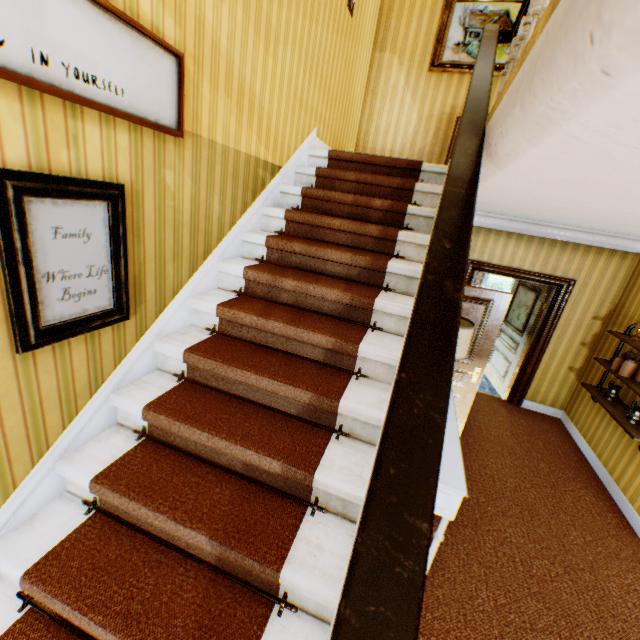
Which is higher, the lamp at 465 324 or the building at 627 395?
the lamp at 465 324

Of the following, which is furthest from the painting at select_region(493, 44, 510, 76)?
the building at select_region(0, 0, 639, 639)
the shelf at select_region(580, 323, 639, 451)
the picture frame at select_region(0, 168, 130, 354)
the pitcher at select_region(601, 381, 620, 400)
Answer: the picture frame at select_region(0, 168, 130, 354)

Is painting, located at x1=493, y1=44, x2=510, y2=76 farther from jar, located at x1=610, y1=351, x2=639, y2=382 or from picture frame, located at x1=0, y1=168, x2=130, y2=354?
picture frame, located at x1=0, y1=168, x2=130, y2=354

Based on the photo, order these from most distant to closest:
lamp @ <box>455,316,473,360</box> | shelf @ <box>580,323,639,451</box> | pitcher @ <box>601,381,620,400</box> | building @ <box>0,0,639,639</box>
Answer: pitcher @ <box>601,381,620,400</box> → shelf @ <box>580,323,639,451</box> → lamp @ <box>455,316,473,360</box> → building @ <box>0,0,639,639</box>

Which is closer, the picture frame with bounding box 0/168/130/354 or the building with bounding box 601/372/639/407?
the picture frame with bounding box 0/168/130/354

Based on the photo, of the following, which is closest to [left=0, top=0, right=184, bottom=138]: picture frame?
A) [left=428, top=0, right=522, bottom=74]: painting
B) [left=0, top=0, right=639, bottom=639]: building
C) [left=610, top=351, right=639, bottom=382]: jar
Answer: [left=0, top=0, right=639, bottom=639]: building

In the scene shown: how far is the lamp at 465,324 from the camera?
2.7 meters

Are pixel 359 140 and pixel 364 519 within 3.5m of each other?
no
